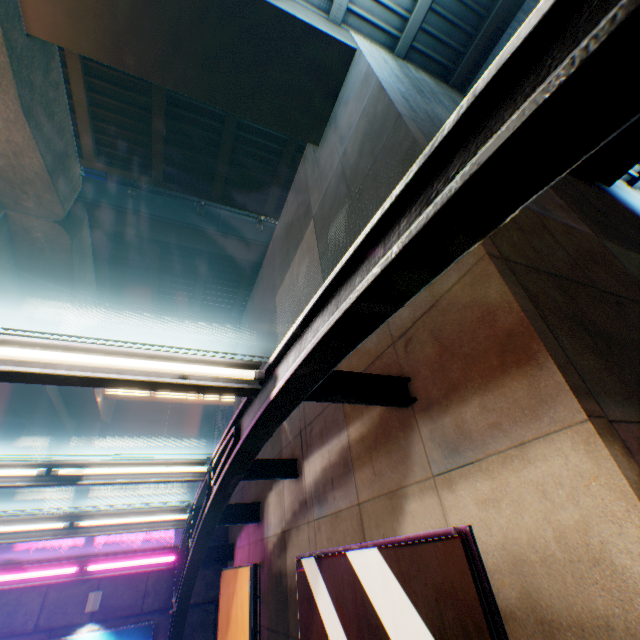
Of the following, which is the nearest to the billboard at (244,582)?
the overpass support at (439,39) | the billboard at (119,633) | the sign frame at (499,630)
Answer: the sign frame at (499,630)

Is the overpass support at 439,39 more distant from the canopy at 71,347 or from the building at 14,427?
the building at 14,427

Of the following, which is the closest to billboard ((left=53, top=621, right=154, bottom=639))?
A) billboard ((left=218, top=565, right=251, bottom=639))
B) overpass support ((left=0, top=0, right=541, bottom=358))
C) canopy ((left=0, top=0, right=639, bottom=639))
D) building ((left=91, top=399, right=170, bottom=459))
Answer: canopy ((left=0, top=0, right=639, bottom=639))

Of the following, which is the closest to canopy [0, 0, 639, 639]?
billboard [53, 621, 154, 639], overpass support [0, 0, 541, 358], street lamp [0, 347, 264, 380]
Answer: street lamp [0, 347, 264, 380]

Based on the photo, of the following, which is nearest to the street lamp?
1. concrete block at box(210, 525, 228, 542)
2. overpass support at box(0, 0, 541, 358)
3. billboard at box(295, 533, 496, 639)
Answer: billboard at box(295, 533, 496, 639)

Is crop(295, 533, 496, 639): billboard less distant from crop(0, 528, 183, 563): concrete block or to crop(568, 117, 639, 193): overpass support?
crop(568, 117, 639, 193): overpass support

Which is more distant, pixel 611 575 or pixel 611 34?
pixel 611 575

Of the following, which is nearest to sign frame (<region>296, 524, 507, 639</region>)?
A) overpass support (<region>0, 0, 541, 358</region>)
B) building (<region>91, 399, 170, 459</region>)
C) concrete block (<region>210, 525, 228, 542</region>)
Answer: overpass support (<region>0, 0, 541, 358</region>)
